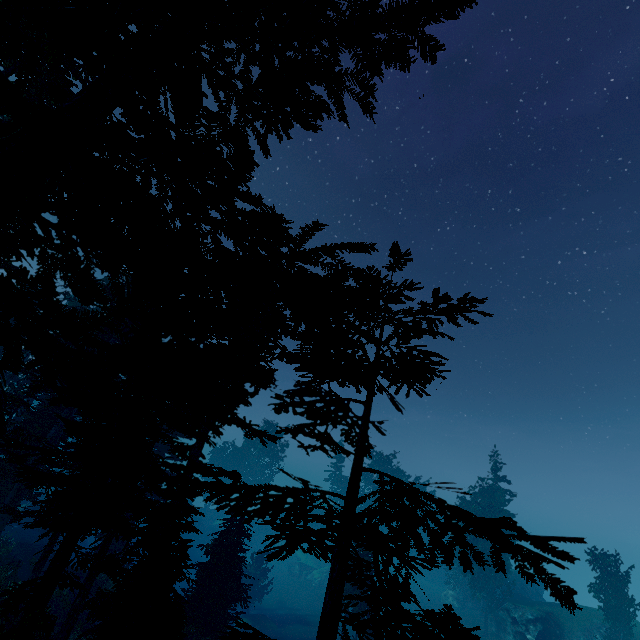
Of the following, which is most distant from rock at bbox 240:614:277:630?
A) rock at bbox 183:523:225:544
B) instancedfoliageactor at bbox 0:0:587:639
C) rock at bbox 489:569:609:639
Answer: rock at bbox 489:569:609:639

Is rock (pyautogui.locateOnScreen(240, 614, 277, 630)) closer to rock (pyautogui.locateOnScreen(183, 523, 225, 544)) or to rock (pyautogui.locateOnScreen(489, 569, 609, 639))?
rock (pyautogui.locateOnScreen(183, 523, 225, 544))

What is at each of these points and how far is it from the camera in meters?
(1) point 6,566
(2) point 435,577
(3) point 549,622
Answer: (1) instancedfoliageactor, 14.6 m
(2) rock, 57.5 m
(3) rock, 35.5 m

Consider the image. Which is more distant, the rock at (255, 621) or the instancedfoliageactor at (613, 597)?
the rock at (255, 621)

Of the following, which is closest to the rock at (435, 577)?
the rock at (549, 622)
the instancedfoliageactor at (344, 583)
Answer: the instancedfoliageactor at (344, 583)

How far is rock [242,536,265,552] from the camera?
57.83m

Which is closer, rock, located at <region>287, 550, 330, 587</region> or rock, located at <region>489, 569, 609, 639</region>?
rock, located at <region>489, 569, 609, 639</region>

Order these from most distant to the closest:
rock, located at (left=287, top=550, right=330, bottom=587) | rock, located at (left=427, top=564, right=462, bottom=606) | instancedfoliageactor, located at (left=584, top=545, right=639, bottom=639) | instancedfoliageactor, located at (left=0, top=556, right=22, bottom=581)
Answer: rock, located at (left=287, top=550, right=330, bottom=587) < rock, located at (left=427, top=564, right=462, bottom=606) < instancedfoliageactor, located at (left=584, top=545, right=639, bottom=639) < instancedfoliageactor, located at (left=0, top=556, right=22, bottom=581)
